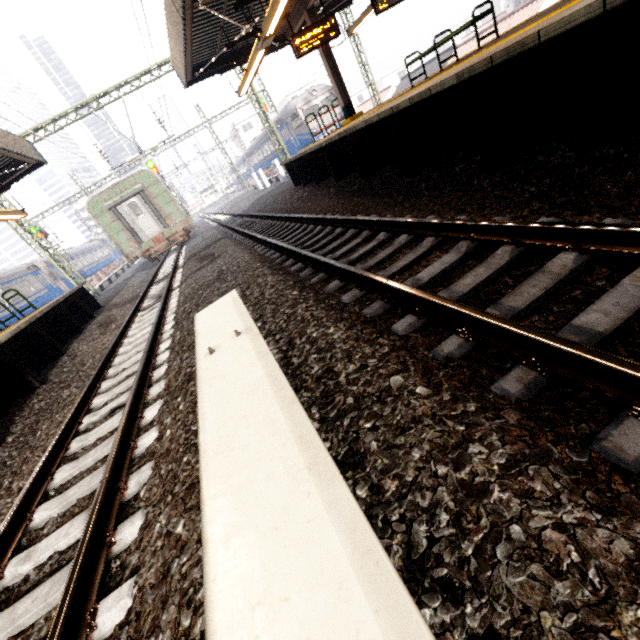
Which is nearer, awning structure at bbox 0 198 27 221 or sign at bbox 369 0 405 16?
sign at bbox 369 0 405 16

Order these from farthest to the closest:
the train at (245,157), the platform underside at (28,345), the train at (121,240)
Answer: the train at (245,157) → the train at (121,240) → the platform underside at (28,345)

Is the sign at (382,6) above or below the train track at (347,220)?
above

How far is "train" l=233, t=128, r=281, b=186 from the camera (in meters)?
32.91

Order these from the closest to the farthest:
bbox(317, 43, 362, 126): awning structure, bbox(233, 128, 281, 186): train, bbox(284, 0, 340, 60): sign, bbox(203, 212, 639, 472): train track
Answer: bbox(203, 212, 639, 472): train track, bbox(284, 0, 340, 60): sign, bbox(317, 43, 362, 126): awning structure, bbox(233, 128, 281, 186): train

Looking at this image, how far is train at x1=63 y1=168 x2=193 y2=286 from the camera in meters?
16.9

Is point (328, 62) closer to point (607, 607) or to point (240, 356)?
point (240, 356)
